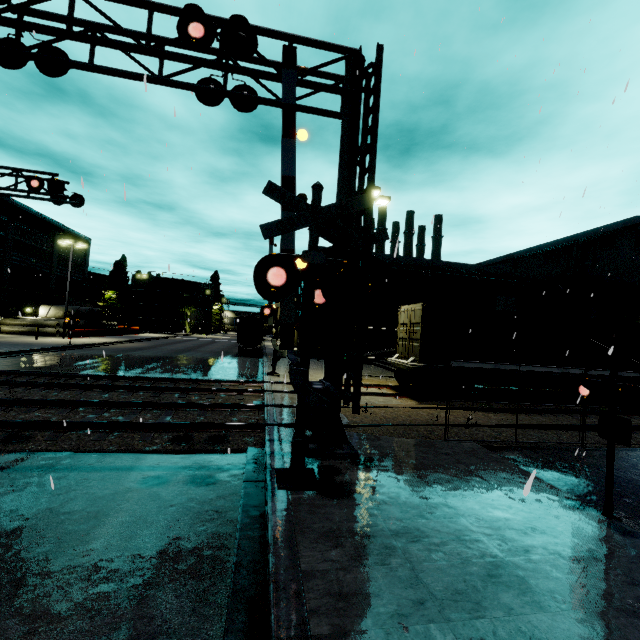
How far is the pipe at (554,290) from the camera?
31.1 meters

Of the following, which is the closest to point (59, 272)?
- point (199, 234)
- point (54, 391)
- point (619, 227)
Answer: point (199, 234)

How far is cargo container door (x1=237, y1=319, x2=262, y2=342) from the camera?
29.4 meters

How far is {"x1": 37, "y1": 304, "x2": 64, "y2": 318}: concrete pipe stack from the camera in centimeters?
4044cm

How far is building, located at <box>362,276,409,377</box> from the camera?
24.6 meters

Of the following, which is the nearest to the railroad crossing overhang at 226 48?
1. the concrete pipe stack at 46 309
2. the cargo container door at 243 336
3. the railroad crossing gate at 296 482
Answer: the railroad crossing gate at 296 482

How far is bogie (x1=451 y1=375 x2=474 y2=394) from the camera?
14.1 meters

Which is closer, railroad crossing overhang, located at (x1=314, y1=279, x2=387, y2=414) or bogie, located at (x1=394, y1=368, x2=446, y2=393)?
railroad crossing overhang, located at (x1=314, y1=279, x2=387, y2=414)
